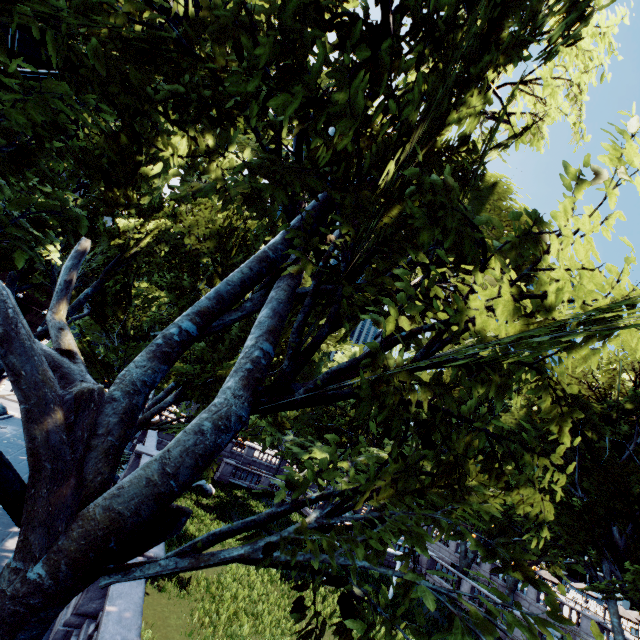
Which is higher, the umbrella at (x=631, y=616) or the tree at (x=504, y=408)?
the tree at (x=504, y=408)

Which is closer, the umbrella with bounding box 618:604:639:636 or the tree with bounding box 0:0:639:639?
the tree with bounding box 0:0:639:639

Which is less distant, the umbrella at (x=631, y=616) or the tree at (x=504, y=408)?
the tree at (x=504, y=408)

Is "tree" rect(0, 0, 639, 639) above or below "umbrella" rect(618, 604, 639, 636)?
above

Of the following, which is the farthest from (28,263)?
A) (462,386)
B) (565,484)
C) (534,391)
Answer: (462,386)
